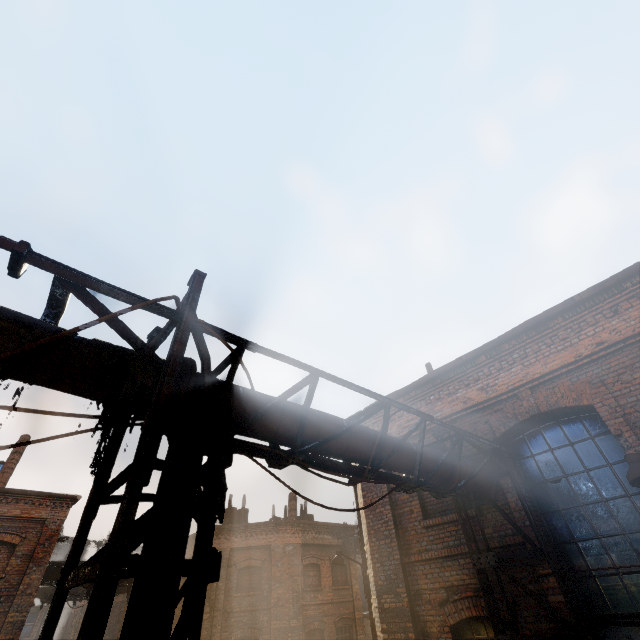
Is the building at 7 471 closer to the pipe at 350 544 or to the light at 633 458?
the pipe at 350 544

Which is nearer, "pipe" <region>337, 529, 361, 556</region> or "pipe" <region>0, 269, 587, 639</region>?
"pipe" <region>0, 269, 587, 639</region>

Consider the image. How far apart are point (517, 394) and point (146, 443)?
7.1m

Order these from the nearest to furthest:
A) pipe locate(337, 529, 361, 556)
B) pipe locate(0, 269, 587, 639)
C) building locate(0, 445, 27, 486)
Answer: pipe locate(0, 269, 587, 639) < building locate(0, 445, 27, 486) < pipe locate(337, 529, 361, 556)

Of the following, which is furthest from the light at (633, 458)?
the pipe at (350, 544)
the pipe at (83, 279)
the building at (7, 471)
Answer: the building at (7, 471)

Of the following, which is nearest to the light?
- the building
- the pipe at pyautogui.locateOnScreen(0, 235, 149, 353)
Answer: the pipe at pyautogui.locateOnScreen(0, 235, 149, 353)

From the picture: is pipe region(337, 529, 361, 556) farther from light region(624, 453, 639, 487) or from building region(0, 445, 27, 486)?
building region(0, 445, 27, 486)

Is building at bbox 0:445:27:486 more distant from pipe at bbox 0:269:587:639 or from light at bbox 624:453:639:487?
light at bbox 624:453:639:487
